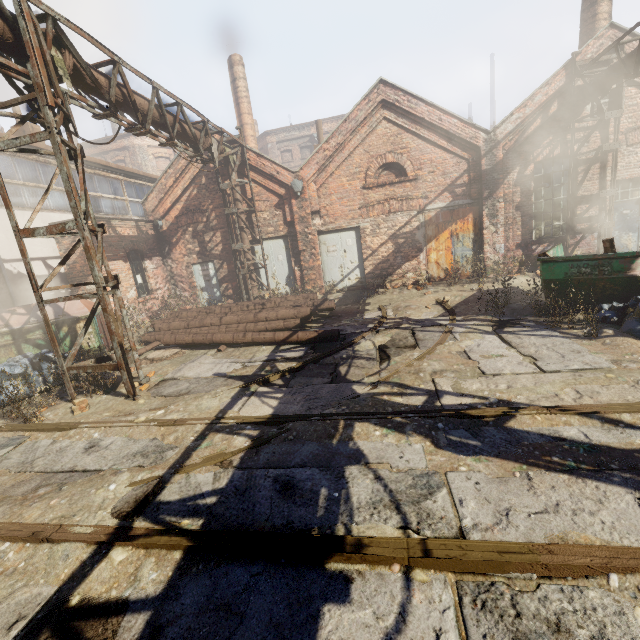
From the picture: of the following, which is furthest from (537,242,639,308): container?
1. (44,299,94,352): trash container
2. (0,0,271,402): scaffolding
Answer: (44,299,94,352): trash container

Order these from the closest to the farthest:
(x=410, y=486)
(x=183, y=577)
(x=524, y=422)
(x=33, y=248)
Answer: (x=183, y=577)
(x=410, y=486)
(x=524, y=422)
(x=33, y=248)

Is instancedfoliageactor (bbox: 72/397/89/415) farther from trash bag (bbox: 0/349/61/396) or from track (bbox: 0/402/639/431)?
trash bag (bbox: 0/349/61/396)

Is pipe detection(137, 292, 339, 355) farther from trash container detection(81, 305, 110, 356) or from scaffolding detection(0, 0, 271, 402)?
scaffolding detection(0, 0, 271, 402)

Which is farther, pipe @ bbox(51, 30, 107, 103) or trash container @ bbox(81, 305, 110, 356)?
trash container @ bbox(81, 305, 110, 356)

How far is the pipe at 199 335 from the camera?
8.2 meters

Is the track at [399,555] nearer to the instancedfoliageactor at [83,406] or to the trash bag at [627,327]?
the instancedfoliageactor at [83,406]

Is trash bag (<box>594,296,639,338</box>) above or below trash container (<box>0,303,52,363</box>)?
below
